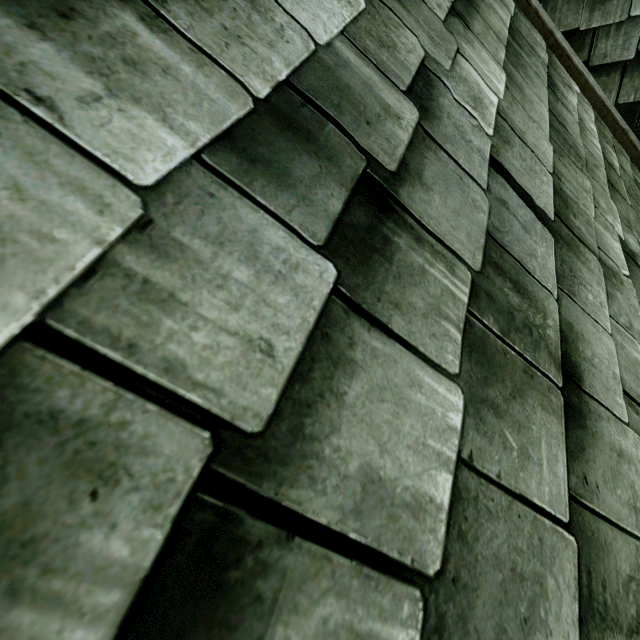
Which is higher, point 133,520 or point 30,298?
point 30,298
